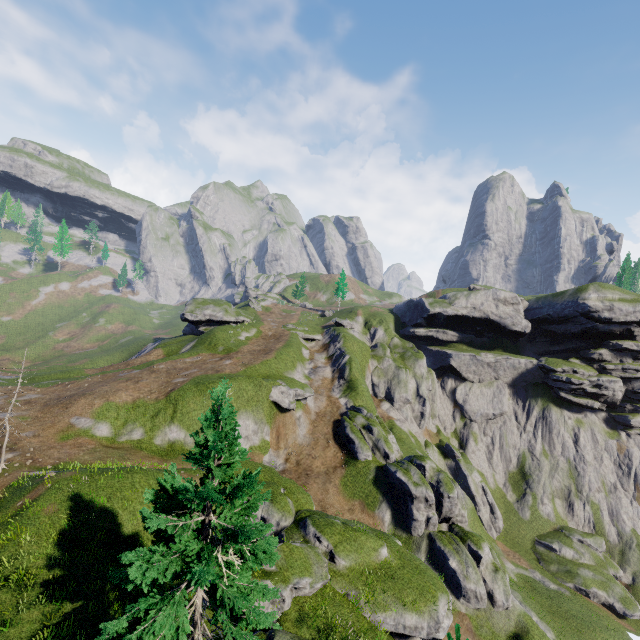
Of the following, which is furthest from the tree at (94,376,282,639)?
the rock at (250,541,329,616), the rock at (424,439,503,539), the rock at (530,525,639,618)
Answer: the rock at (530,525,639,618)

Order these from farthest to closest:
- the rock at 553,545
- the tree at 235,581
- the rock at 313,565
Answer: the rock at 553,545
the rock at 313,565
the tree at 235,581

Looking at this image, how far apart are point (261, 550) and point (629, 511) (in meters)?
67.16

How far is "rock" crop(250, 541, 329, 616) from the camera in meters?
15.5

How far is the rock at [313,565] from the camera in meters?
15.5

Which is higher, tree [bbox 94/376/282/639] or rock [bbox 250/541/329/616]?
tree [bbox 94/376/282/639]

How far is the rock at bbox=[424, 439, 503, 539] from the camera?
47.4 meters
